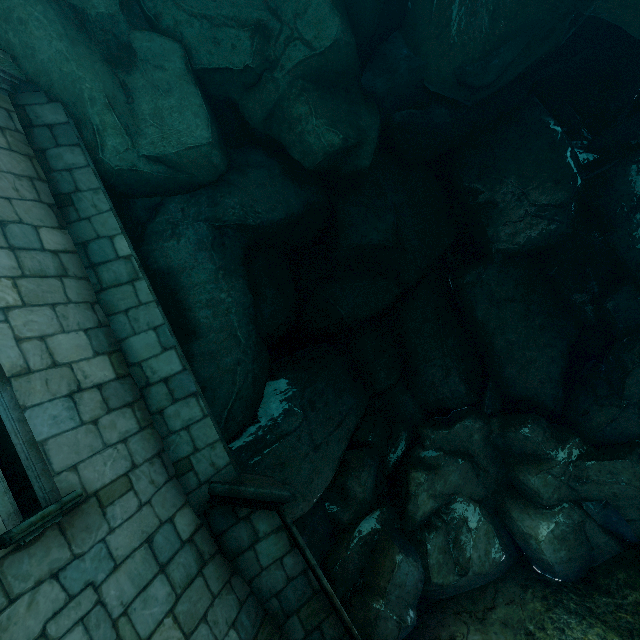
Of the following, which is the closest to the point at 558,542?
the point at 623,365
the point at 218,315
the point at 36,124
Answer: the point at 623,365

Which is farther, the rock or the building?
the rock

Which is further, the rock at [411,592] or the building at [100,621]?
the rock at [411,592]
